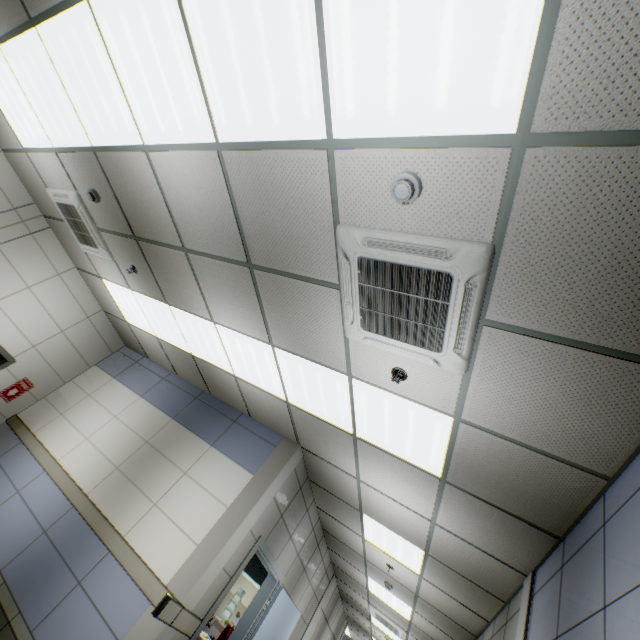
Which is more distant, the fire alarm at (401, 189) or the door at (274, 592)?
the door at (274, 592)

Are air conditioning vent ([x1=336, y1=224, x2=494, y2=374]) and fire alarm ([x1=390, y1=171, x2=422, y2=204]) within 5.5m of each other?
yes

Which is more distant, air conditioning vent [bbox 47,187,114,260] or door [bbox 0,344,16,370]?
door [bbox 0,344,16,370]

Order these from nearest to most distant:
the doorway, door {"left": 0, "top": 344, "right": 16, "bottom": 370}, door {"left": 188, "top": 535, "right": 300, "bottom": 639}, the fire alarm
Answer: the fire alarm, door {"left": 188, "top": 535, "right": 300, "bottom": 639}, door {"left": 0, "top": 344, "right": 16, "bottom": 370}, the doorway

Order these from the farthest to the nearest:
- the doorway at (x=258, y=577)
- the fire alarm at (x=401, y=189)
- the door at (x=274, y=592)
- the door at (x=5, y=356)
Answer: the doorway at (x=258, y=577) → the door at (x=5, y=356) → the door at (x=274, y=592) → the fire alarm at (x=401, y=189)

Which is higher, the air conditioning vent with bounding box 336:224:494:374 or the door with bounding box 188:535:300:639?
the air conditioning vent with bounding box 336:224:494:374

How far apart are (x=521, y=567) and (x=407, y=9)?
4.6m

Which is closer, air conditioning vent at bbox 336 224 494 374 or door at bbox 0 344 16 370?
air conditioning vent at bbox 336 224 494 374
